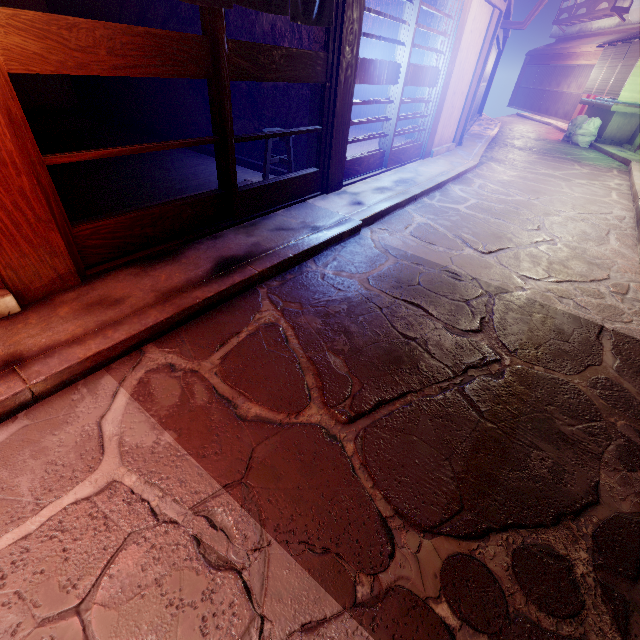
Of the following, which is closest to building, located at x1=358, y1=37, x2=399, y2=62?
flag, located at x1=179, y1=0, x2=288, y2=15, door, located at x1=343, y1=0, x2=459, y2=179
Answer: door, located at x1=343, y1=0, x2=459, y2=179

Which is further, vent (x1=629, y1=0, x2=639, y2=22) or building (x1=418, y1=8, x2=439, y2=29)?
vent (x1=629, y1=0, x2=639, y2=22)

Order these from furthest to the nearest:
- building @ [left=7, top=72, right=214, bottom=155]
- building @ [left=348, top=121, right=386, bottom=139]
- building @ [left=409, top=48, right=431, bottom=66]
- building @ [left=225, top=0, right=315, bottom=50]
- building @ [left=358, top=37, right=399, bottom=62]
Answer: building @ [left=348, top=121, right=386, bottom=139] → building @ [left=358, top=37, right=399, bottom=62] → building @ [left=409, top=48, right=431, bottom=66] → building @ [left=7, top=72, right=214, bottom=155] → building @ [left=225, top=0, right=315, bottom=50]

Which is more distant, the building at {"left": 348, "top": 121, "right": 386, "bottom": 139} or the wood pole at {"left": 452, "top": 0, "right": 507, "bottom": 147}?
the building at {"left": 348, "top": 121, "right": 386, "bottom": 139}

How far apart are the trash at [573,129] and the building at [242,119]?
25.0 meters

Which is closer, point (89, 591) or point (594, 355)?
point (89, 591)

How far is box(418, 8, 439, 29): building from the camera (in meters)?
14.59
